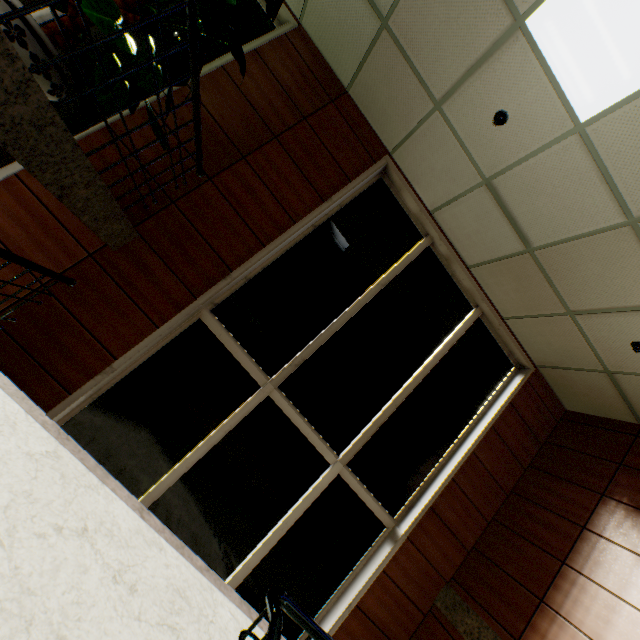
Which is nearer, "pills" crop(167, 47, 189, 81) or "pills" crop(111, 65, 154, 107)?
"pills" crop(111, 65, 154, 107)

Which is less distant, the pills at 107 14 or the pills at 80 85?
the pills at 107 14

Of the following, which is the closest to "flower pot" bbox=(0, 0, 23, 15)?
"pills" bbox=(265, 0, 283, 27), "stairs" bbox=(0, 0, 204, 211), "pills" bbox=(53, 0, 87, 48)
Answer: "pills" bbox=(53, 0, 87, 48)

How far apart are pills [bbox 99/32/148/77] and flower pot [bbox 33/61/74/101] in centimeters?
40cm

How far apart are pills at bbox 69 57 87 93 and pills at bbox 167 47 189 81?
0.50m

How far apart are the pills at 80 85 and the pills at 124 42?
0.78m

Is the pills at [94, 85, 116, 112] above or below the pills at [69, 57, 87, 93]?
below

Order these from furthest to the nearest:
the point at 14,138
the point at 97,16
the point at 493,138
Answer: the point at 493,138 → the point at 97,16 → the point at 14,138
